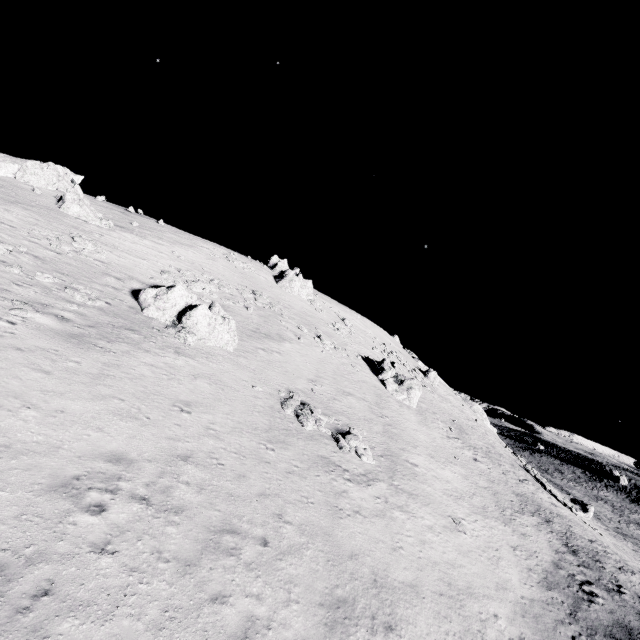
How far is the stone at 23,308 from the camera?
14.65m

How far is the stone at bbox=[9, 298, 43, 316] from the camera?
14.6 meters

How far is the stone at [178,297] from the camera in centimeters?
2128cm

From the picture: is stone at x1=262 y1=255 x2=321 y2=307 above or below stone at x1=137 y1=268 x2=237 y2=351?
above

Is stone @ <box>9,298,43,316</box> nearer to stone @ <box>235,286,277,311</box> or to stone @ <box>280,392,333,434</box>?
stone @ <box>280,392,333,434</box>

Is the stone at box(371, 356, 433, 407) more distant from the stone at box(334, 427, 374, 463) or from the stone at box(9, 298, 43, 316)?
the stone at box(9, 298, 43, 316)

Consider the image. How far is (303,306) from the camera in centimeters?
4597cm

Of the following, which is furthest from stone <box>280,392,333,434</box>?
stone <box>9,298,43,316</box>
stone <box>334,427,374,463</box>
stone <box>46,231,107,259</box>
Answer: stone <box>46,231,107,259</box>
